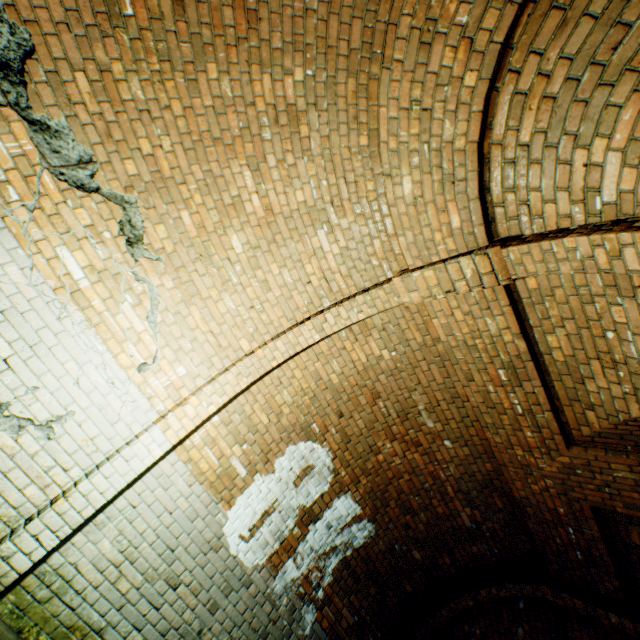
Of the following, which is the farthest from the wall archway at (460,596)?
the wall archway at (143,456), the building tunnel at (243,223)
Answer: the wall archway at (143,456)

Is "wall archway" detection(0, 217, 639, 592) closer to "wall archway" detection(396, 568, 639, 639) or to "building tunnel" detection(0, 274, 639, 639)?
"building tunnel" detection(0, 274, 639, 639)

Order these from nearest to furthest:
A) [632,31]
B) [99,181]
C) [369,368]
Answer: [632,31], [99,181], [369,368]

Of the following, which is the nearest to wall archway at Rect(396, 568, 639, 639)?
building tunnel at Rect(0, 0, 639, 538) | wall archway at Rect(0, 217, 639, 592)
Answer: building tunnel at Rect(0, 0, 639, 538)

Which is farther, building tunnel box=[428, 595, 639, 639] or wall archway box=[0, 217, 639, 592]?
building tunnel box=[428, 595, 639, 639]
